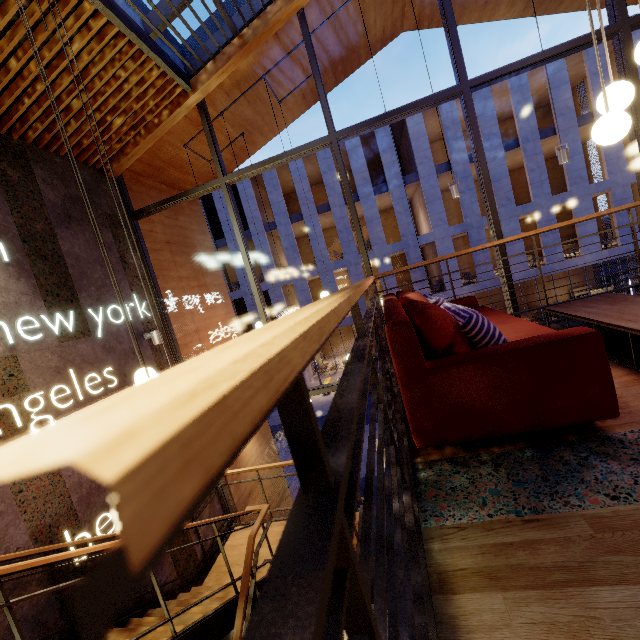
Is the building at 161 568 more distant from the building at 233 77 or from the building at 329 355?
the building at 329 355

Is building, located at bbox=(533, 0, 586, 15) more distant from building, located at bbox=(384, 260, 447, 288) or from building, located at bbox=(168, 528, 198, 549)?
building, located at bbox=(384, 260, 447, 288)

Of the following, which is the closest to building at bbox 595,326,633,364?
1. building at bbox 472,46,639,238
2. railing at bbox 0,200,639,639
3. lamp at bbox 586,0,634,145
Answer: railing at bbox 0,200,639,639

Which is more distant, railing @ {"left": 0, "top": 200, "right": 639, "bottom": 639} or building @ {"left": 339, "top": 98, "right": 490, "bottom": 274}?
building @ {"left": 339, "top": 98, "right": 490, "bottom": 274}

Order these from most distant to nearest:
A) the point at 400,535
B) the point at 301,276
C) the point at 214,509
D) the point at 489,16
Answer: the point at 301,276
the point at 489,16
the point at 214,509
the point at 400,535

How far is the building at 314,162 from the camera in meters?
21.8

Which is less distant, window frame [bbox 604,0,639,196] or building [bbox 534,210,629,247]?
window frame [bbox 604,0,639,196]

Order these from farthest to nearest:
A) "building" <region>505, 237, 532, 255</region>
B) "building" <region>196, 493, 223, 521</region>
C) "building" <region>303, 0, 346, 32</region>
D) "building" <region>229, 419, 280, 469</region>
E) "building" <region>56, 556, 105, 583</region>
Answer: "building" <region>505, 237, 532, 255</region> < "building" <region>229, 419, 280, 469</region> < "building" <region>196, 493, 223, 521</region> < "building" <region>303, 0, 346, 32</region> < "building" <region>56, 556, 105, 583</region>
